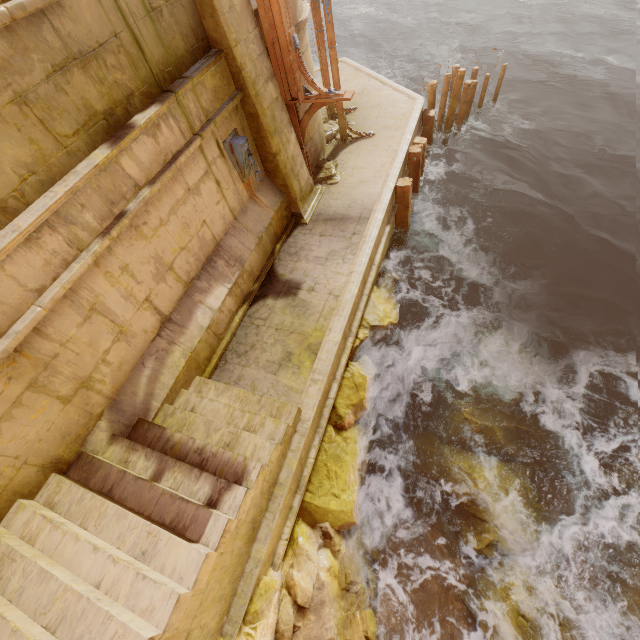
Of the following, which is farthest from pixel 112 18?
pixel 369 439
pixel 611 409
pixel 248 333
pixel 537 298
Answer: pixel 611 409

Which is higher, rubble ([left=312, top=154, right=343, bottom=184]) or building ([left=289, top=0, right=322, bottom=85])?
building ([left=289, top=0, right=322, bottom=85])

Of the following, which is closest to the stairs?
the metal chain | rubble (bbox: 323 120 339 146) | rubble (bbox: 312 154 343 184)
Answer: the metal chain

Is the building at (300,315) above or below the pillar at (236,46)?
below

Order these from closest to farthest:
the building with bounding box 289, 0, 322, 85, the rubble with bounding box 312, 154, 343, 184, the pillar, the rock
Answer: the rock, the pillar, the building with bounding box 289, 0, 322, 85, the rubble with bounding box 312, 154, 343, 184

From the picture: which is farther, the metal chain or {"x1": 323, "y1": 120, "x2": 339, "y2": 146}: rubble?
{"x1": 323, "y1": 120, "x2": 339, "y2": 146}: rubble

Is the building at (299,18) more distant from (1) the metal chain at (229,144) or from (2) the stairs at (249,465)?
(1) the metal chain at (229,144)

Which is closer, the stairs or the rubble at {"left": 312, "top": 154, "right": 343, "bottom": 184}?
the stairs
